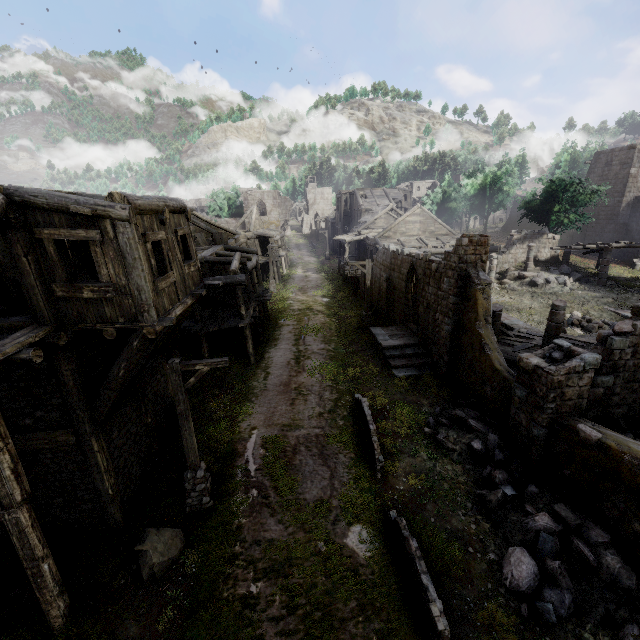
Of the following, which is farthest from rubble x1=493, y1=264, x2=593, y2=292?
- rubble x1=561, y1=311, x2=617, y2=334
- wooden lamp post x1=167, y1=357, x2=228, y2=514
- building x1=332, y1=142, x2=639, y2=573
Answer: wooden lamp post x1=167, y1=357, x2=228, y2=514

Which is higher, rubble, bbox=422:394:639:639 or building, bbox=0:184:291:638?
building, bbox=0:184:291:638

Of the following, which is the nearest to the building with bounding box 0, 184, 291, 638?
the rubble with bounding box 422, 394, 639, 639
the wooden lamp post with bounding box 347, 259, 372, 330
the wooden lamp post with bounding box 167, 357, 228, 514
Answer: the rubble with bounding box 422, 394, 639, 639

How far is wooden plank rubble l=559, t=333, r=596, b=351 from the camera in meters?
15.3

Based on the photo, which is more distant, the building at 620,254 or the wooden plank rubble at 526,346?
the building at 620,254

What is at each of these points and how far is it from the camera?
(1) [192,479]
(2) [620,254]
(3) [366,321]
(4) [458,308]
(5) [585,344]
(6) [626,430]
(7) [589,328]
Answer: (1) wooden lamp post, 9.53m
(2) building, 32.12m
(3) wooden lamp post, 21.78m
(4) building, 14.19m
(5) wooden plank rubble, 15.45m
(6) rubble, 9.93m
(7) rubble, 18.61m

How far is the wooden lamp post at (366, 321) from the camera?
20.7 meters

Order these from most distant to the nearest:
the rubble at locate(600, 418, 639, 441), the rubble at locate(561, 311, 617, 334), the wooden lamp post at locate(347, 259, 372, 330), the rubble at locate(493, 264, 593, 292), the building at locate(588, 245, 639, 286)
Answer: the rubble at locate(493, 264, 593, 292) → the building at locate(588, 245, 639, 286) → the wooden lamp post at locate(347, 259, 372, 330) → the rubble at locate(561, 311, 617, 334) → the rubble at locate(600, 418, 639, 441)
